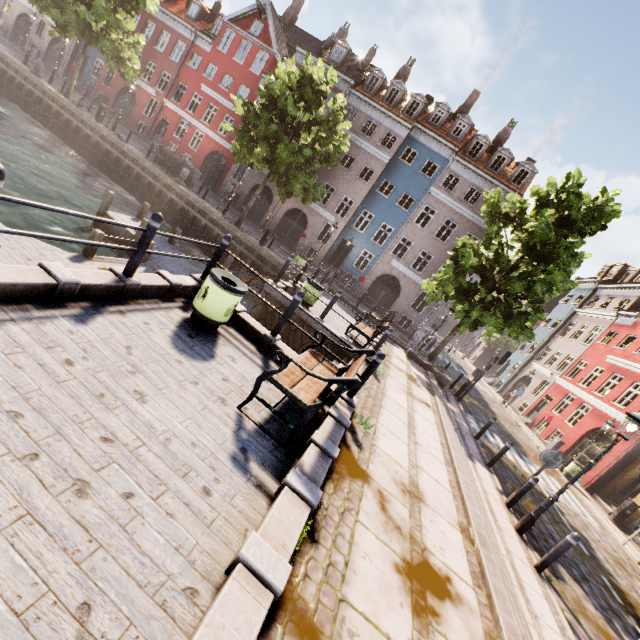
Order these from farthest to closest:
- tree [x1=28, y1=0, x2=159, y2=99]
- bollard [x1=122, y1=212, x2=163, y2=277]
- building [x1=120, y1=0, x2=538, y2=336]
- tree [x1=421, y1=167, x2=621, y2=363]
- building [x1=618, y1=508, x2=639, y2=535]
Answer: building [x1=120, y1=0, x2=538, y2=336]
tree [x1=28, y1=0, x2=159, y2=99]
building [x1=618, y1=508, x2=639, y2=535]
tree [x1=421, y1=167, x2=621, y2=363]
bollard [x1=122, y1=212, x2=163, y2=277]

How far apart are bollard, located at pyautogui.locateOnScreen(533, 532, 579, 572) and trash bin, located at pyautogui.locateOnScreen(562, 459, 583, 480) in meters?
13.2 m

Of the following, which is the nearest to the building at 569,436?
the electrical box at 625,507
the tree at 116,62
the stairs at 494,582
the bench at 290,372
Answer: the electrical box at 625,507

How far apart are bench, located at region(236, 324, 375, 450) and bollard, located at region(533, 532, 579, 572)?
5.4 meters

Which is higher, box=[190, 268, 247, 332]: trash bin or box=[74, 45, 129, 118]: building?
box=[74, 45, 129, 118]: building

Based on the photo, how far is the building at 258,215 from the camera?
28.7m

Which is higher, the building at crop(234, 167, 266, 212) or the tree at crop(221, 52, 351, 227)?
the tree at crop(221, 52, 351, 227)

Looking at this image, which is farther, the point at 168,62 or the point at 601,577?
the point at 168,62
